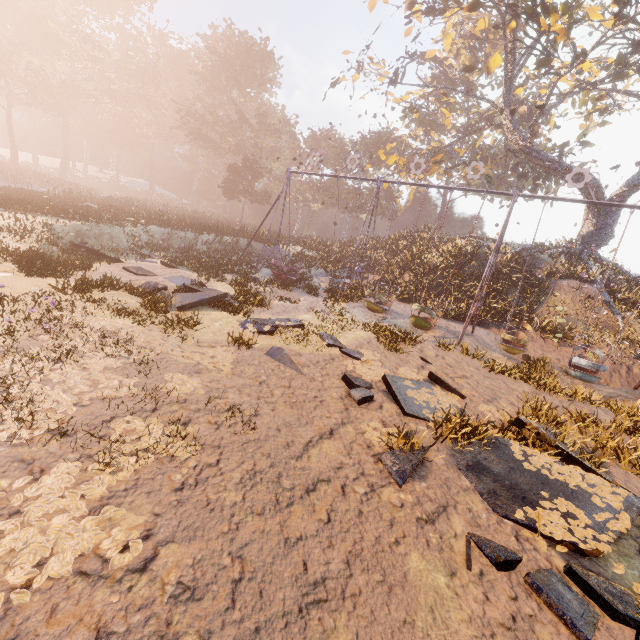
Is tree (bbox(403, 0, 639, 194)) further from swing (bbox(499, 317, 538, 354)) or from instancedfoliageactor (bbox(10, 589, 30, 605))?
instancedfoliageactor (bbox(10, 589, 30, 605))

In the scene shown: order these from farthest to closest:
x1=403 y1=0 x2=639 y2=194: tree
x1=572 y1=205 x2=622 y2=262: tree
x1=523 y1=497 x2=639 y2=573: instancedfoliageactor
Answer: x1=572 y1=205 x2=622 y2=262: tree → x1=403 y1=0 x2=639 y2=194: tree → x1=523 y1=497 x2=639 y2=573: instancedfoliageactor

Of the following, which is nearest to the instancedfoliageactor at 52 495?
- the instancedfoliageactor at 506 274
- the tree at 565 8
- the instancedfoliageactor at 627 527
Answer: the instancedfoliageactor at 627 527

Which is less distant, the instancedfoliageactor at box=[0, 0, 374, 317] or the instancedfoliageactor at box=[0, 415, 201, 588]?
the instancedfoliageactor at box=[0, 415, 201, 588]

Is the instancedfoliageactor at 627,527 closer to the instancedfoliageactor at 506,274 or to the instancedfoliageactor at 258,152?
the instancedfoliageactor at 506,274

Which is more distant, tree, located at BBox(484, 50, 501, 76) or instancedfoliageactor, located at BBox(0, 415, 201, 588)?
tree, located at BBox(484, 50, 501, 76)

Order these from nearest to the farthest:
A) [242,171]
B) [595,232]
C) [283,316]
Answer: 1. [283,316]
2. [595,232]
3. [242,171]

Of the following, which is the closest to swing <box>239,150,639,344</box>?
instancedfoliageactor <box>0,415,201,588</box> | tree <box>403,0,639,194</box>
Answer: tree <box>403,0,639,194</box>
